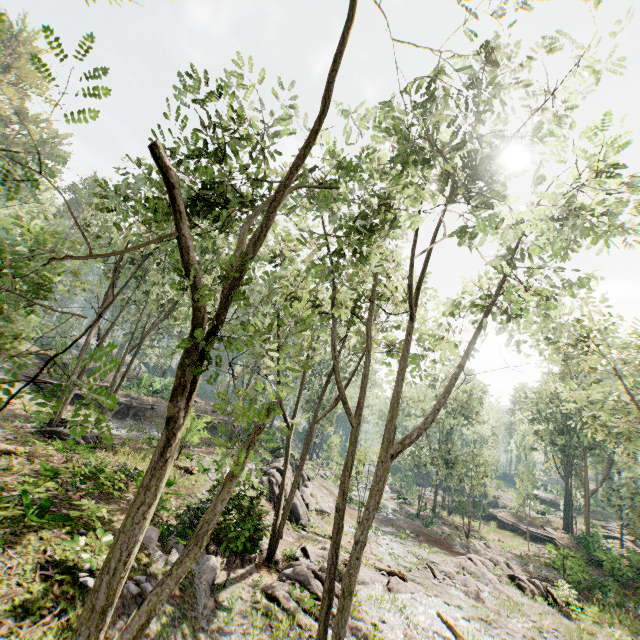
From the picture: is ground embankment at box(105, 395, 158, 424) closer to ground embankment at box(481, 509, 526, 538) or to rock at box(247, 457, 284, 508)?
rock at box(247, 457, 284, 508)

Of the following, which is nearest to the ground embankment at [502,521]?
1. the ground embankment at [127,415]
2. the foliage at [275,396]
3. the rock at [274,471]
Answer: the foliage at [275,396]

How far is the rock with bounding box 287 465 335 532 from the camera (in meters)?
21.52

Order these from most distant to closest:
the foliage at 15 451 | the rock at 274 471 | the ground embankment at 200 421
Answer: the ground embankment at 200 421, the rock at 274 471, the foliage at 15 451

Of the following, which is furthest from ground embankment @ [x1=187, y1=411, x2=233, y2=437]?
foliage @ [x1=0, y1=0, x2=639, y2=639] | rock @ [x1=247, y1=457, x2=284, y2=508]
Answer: foliage @ [x1=0, y1=0, x2=639, y2=639]

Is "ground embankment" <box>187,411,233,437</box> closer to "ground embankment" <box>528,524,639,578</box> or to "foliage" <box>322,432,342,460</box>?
"foliage" <box>322,432,342,460</box>

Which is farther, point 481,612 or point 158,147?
point 481,612
